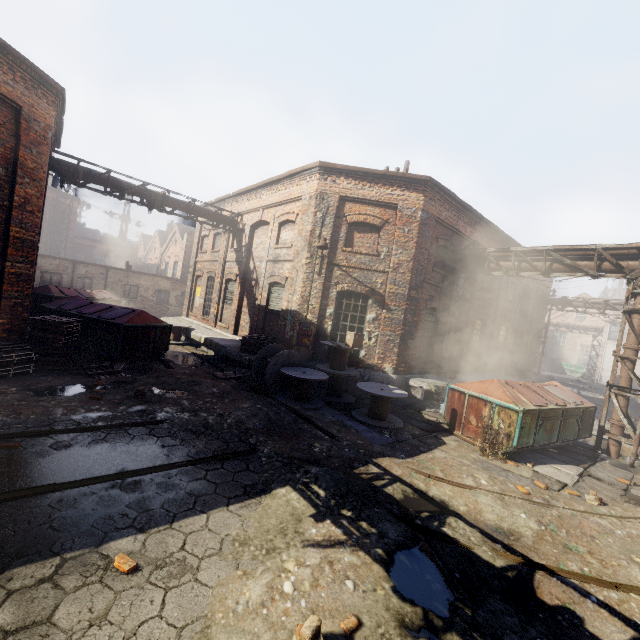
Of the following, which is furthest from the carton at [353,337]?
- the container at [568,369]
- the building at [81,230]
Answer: the building at [81,230]

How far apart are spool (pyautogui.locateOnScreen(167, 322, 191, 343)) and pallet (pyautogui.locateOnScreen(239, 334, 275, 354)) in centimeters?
510cm

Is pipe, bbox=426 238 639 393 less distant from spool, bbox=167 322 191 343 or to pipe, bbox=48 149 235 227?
pipe, bbox=48 149 235 227

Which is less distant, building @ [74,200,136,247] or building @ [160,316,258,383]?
building @ [160,316,258,383]

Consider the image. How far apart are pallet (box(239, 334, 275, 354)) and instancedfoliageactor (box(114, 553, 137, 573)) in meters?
Answer: 9.2 m

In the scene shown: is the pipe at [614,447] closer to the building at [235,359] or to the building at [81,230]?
the building at [235,359]

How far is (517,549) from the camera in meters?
4.8

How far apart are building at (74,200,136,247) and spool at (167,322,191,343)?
43.37m
